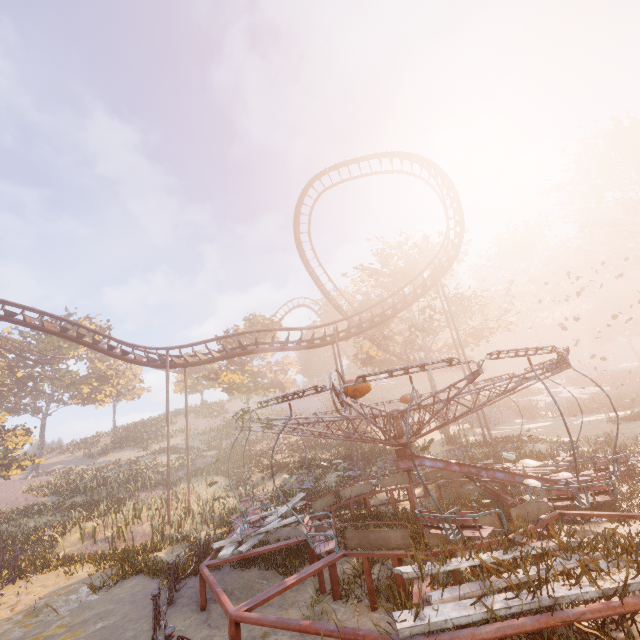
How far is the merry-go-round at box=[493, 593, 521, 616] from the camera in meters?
4.0

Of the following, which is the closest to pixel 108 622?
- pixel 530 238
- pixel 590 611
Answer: pixel 590 611

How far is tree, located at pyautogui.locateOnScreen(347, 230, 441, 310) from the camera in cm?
3042

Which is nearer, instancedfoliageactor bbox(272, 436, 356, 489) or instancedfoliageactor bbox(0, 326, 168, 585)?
instancedfoliageactor bbox(0, 326, 168, 585)

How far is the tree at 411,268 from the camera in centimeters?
3042cm

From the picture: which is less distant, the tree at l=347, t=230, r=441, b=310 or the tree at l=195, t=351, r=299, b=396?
the tree at l=347, t=230, r=441, b=310

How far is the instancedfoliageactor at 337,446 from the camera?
20.06m
